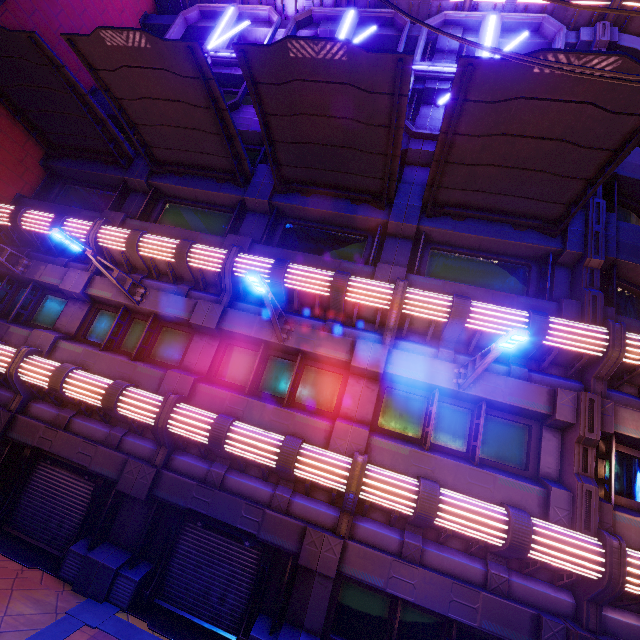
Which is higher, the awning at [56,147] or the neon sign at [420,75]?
the neon sign at [420,75]

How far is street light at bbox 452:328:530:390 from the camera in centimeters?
538cm

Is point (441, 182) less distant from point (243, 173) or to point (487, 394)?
point (487, 394)

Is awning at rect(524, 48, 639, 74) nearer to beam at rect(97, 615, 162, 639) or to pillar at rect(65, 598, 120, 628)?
beam at rect(97, 615, 162, 639)

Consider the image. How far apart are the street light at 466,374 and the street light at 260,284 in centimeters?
448cm

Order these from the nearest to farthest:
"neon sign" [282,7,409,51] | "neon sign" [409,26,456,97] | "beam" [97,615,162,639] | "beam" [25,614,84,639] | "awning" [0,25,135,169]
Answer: "beam" [25,614,84,639] < "beam" [97,615,162,639] < "awning" [0,25,135,169] < "neon sign" [409,26,456,97] < "neon sign" [282,7,409,51]

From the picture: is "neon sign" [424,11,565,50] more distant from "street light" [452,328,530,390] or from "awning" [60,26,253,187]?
"street light" [452,328,530,390]

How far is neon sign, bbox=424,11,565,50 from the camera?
11.5 meters
